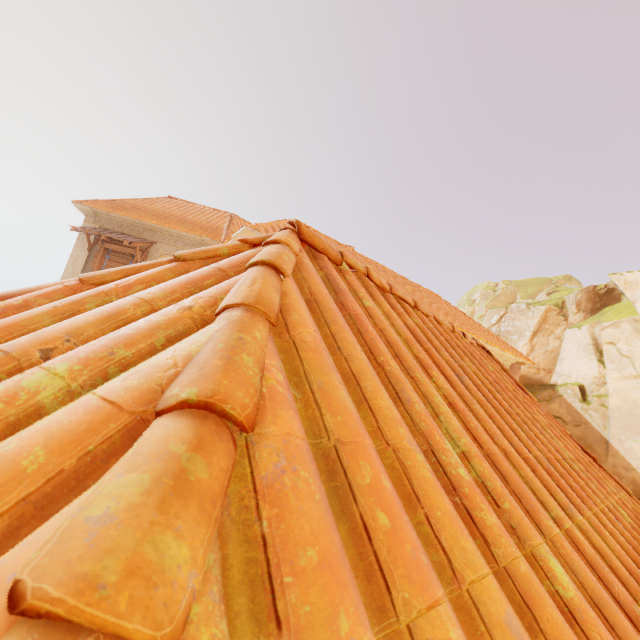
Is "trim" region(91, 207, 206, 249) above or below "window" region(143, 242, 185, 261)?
above

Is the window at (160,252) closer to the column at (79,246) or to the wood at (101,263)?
the wood at (101,263)

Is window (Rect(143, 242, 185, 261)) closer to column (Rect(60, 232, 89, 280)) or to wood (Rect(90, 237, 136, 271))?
wood (Rect(90, 237, 136, 271))

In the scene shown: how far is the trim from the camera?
13.2m

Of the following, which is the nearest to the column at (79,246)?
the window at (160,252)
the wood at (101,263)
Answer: the wood at (101,263)

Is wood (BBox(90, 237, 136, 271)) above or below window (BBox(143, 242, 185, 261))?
below

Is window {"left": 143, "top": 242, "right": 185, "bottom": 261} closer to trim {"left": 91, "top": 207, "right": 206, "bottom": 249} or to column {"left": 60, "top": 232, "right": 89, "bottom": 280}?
trim {"left": 91, "top": 207, "right": 206, "bottom": 249}

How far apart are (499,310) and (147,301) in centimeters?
2412cm
